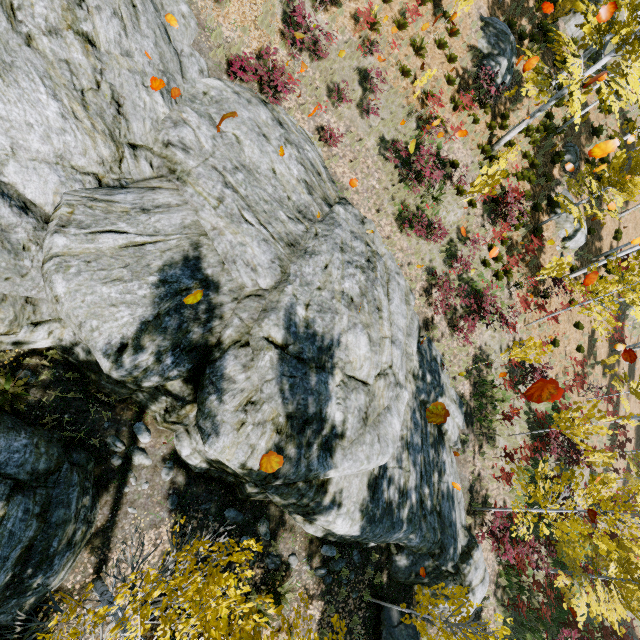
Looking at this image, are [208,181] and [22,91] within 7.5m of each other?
yes

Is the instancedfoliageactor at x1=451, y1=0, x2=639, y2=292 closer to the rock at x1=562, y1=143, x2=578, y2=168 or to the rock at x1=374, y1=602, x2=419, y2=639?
the rock at x1=374, y1=602, x2=419, y2=639

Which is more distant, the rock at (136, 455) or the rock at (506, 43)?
the rock at (506, 43)

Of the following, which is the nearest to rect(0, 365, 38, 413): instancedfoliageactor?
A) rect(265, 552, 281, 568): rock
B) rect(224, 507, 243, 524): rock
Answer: rect(224, 507, 243, 524): rock

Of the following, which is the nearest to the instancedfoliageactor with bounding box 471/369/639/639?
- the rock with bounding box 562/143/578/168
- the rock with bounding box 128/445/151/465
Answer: the rock with bounding box 562/143/578/168

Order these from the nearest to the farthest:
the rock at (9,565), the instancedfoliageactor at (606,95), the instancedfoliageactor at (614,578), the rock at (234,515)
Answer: the rock at (9,565), the rock at (234,515), the instancedfoliageactor at (614,578), the instancedfoliageactor at (606,95)

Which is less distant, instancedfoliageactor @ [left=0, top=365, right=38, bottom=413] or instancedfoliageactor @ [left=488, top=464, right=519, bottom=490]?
instancedfoliageactor @ [left=0, top=365, right=38, bottom=413]

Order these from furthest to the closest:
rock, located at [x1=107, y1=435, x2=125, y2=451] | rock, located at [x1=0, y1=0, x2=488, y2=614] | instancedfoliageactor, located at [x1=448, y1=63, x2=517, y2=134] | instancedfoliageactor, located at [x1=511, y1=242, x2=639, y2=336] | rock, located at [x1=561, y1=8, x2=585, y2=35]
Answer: rock, located at [x1=561, y1=8, x2=585, y2=35]
instancedfoliageactor, located at [x1=448, y1=63, x2=517, y2=134]
instancedfoliageactor, located at [x1=511, y1=242, x2=639, y2=336]
rock, located at [x1=107, y1=435, x2=125, y2=451]
rock, located at [x1=0, y1=0, x2=488, y2=614]
